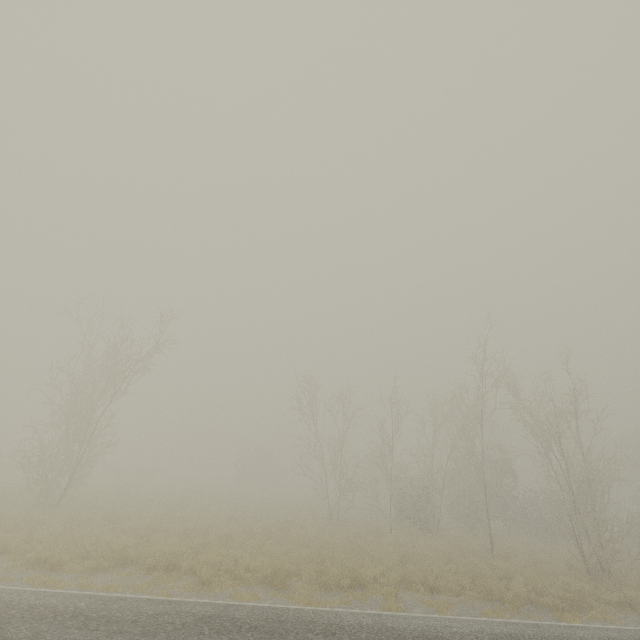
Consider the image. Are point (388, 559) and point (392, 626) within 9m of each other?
yes

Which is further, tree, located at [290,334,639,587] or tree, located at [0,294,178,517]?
tree, located at [0,294,178,517]

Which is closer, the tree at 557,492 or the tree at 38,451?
the tree at 557,492
